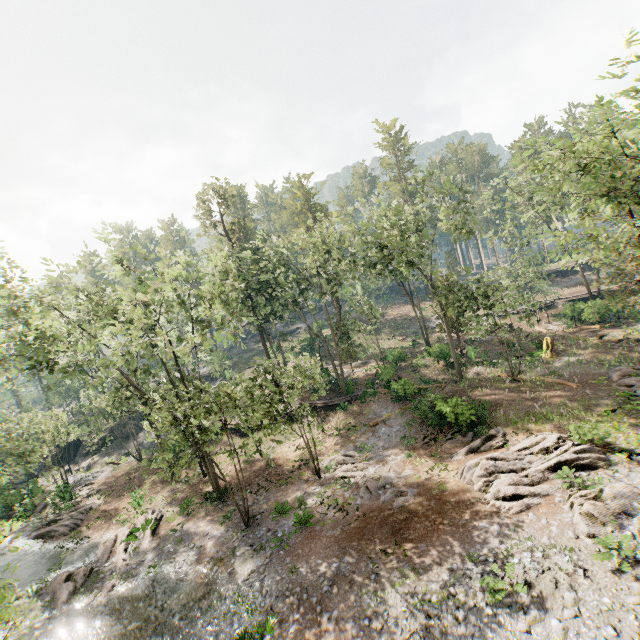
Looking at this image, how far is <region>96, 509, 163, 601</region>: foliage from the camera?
18.2m

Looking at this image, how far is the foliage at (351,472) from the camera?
19.8m

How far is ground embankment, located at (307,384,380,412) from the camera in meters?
32.7

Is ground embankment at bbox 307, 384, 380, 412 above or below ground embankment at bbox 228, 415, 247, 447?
above

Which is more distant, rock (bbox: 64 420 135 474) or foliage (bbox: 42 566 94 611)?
rock (bbox: 64 420 135 474)

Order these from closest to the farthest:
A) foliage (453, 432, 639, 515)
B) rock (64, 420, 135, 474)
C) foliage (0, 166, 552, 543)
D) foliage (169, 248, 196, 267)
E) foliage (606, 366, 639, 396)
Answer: foliage (453, 432, 639, 515)
foliage (0, 166, 552, 543)
foliage (606, 366, 639, 396)
foliage (169, 248, 196, 267)
rock (64, 420, 135, 474)

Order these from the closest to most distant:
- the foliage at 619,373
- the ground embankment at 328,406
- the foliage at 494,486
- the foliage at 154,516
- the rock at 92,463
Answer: the foliage at 494,486 → the foliage at 154,516 → the foliage at 619,373 → the ground embankment at 328,406 → the rock at 92,463

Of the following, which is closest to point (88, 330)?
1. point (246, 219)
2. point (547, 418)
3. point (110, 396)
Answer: point (110, 396)
